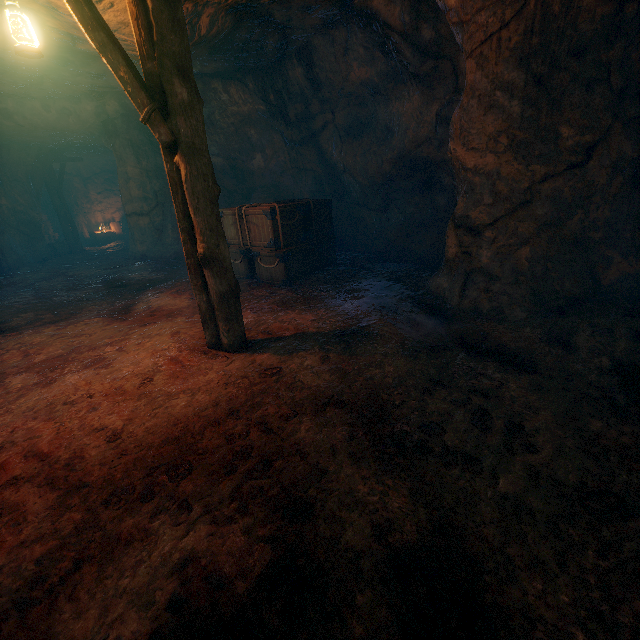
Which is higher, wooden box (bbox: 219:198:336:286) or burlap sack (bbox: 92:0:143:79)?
burlap sack (bbox: 92:0:143:79)

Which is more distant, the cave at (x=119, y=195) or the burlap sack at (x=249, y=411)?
the cave at (x=119, y=195)

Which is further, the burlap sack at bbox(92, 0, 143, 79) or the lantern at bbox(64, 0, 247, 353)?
the burlap sack at bbox(92, 0, 143, 79)

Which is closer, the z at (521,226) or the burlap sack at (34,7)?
the z at (521,226)

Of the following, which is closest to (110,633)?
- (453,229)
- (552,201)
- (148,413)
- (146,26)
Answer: (148,413)

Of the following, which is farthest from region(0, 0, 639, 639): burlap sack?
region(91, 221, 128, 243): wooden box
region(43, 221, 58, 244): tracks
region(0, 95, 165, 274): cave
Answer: region(91, 221, 128, 243): wooden box

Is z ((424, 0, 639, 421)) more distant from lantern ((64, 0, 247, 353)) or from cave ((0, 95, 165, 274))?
cave ((0, 95, 165, 274))

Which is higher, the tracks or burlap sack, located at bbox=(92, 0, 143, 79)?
burlap sack, located at bbox=(92, 0, 143, 79)
